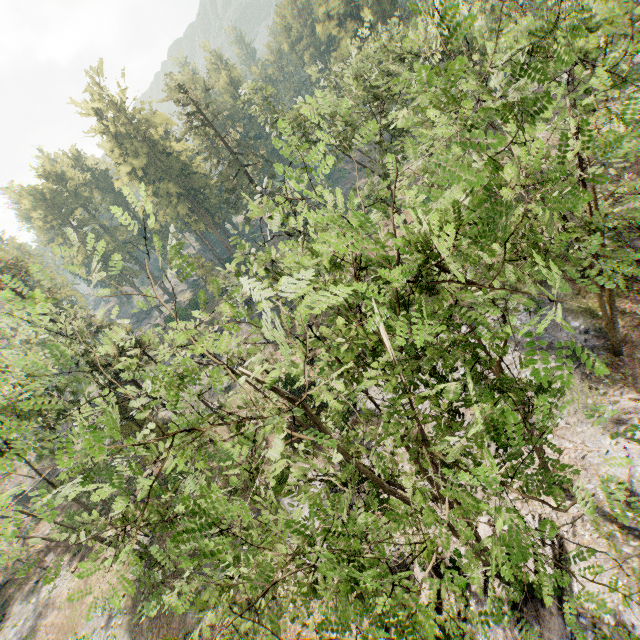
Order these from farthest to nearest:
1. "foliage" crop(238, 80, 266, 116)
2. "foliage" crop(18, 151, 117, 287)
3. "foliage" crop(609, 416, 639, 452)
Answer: "foliage" crop(238, 80, 266, 116), "foliage" crop(18, 151, 117, 287), "foliage" crop(609, 416, 639, 452)

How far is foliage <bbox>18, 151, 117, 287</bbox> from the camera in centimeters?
500cm

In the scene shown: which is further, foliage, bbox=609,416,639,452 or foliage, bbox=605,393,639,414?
foliage, bbox=605,393,639,414

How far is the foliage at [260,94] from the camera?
24.7 meters

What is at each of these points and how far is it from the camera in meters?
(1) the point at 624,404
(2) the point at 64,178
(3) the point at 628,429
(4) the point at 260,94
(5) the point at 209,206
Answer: (1) foliage, 17.1
(2) foliage, 58.8
(3) foliage, 4.1
(4) foliage, 26.7
(5) foliage, 50.7

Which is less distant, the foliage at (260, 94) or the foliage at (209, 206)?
the foliage at (209, 206)
